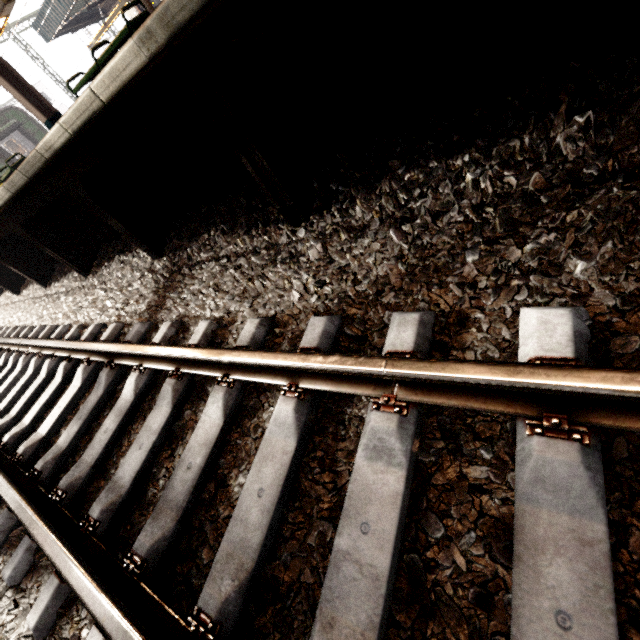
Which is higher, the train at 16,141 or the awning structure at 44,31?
the awning structure at 44,31

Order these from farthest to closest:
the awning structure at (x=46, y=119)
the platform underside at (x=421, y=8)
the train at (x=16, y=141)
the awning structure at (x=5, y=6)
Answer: the train at (x=16, y=141) < the awning structure at (x=5, y=6) < the awning structure at (x=46, y=119) < the platform underside at (x=421, y=8)

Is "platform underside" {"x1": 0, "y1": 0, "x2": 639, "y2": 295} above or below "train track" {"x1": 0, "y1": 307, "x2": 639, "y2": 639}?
above

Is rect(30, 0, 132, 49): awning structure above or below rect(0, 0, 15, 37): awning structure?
above

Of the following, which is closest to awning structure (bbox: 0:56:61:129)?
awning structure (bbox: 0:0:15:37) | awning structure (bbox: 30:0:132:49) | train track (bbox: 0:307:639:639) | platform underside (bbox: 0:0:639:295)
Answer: awning structure (bbox: 0:0:15:37)

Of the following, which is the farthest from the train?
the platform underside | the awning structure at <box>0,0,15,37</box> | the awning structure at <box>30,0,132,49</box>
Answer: the platform underside

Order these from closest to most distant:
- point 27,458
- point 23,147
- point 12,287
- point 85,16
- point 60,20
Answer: point 27,458 → point 12,287 → point 60,20 → point 23,147 → point 85,16

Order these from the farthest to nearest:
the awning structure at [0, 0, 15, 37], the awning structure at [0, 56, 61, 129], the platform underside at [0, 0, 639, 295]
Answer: the awning structure at [0, 0, 15, 37], the awning structure at [0, 56, 61, 129], the platform underside at [0, 0, 639, 295]
